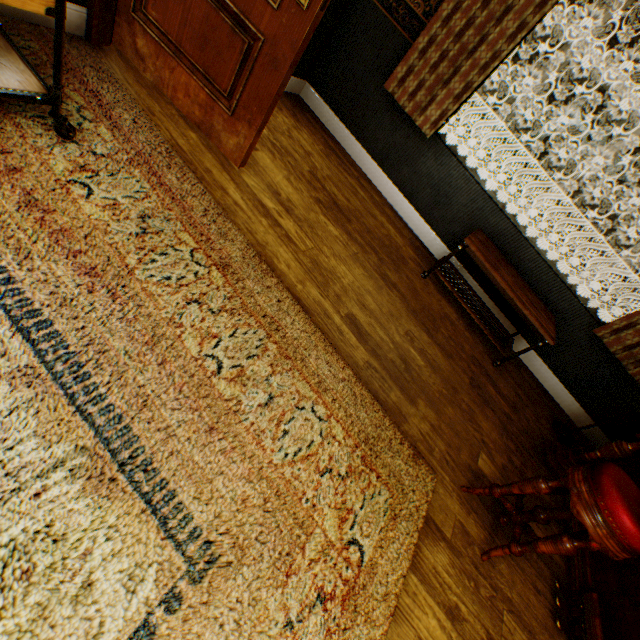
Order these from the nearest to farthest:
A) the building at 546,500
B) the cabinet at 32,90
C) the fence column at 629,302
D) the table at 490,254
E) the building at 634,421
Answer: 1. the cabinet at 32,90
2. the building at 546,500
3. the table at 490,254
4. the building at 634,421
5. the fence column at 629,302

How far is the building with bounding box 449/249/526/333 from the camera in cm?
351

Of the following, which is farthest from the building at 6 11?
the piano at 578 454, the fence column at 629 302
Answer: the fence column at 629 302

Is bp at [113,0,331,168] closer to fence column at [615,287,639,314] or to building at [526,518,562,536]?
building at [526,518,562,536]

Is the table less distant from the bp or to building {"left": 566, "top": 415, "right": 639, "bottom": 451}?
building {"left": 566, "top": 415, "right": 639, "bottom": 451}

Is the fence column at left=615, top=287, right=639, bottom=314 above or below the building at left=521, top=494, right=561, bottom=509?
above

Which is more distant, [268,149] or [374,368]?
[268,149]
